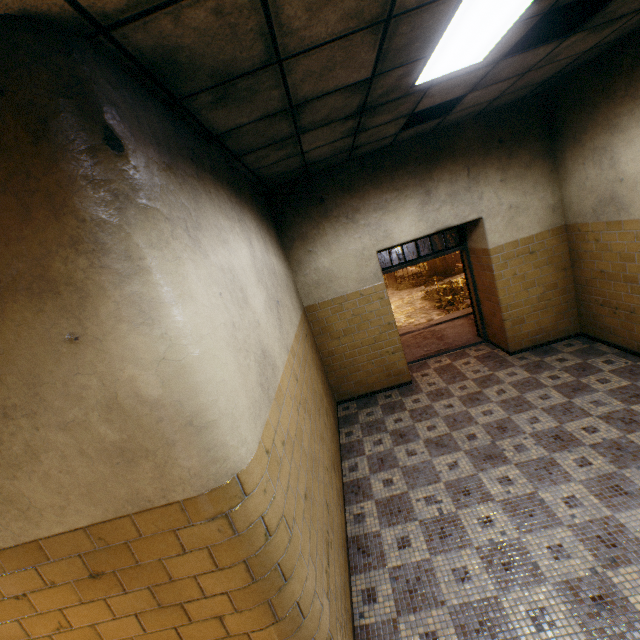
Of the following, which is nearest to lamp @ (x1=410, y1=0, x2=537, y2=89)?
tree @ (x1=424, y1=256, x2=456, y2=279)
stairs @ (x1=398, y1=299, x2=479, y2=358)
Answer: stairs @ (x1=398, y1=299, x2=479, y2=358)

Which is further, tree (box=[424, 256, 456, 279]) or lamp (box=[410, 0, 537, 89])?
tree (box=[424, 256, 456, 279])

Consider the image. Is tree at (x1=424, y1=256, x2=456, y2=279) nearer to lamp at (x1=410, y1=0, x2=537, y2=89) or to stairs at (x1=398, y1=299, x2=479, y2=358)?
lamp at (x1=410, y1=0, x2=537, y2=89)

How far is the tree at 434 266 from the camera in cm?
2028

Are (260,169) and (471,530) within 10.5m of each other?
yes

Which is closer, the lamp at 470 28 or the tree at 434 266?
the lamp at 470 28
